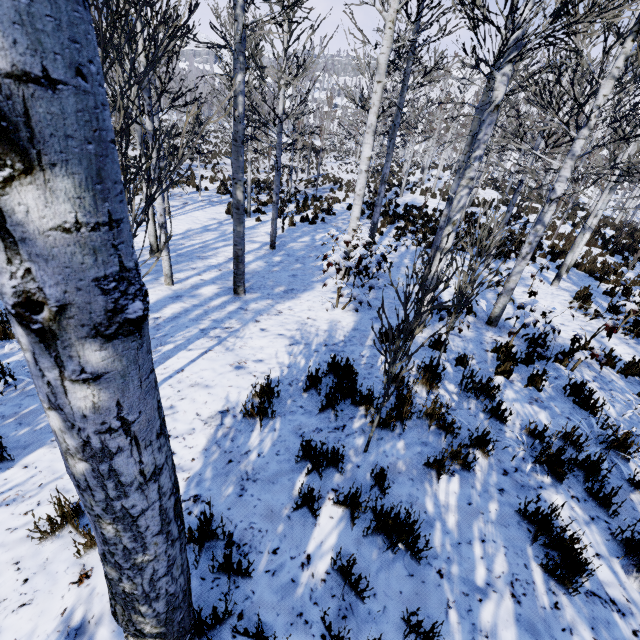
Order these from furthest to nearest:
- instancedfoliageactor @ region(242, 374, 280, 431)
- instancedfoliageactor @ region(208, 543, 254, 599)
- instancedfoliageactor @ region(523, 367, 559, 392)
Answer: instancedfoliageactor @ region(523, 367, 559, 392) < instancedfoliageactor @ region(242, 374, 280, 431) < instancedfoliageactor @ region(208, 543, 254, 599)

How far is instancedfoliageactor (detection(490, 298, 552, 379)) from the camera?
5.01m

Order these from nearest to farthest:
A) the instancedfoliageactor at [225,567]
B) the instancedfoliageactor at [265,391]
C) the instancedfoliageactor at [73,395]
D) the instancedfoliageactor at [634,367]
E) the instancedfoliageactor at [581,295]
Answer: the instancedfoliageactor at [73,395] → the instancedfoliageactor at [225,567] → the instancedfoliageactor at [265,391] → the instancedfoliageactor at [634,367] → the instancedfoliageactor at [581,295]

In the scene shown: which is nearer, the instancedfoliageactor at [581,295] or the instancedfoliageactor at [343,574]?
the instancedfoliageactor at [343,574]

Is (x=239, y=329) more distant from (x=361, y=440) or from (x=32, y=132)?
(x=32, y=132)
